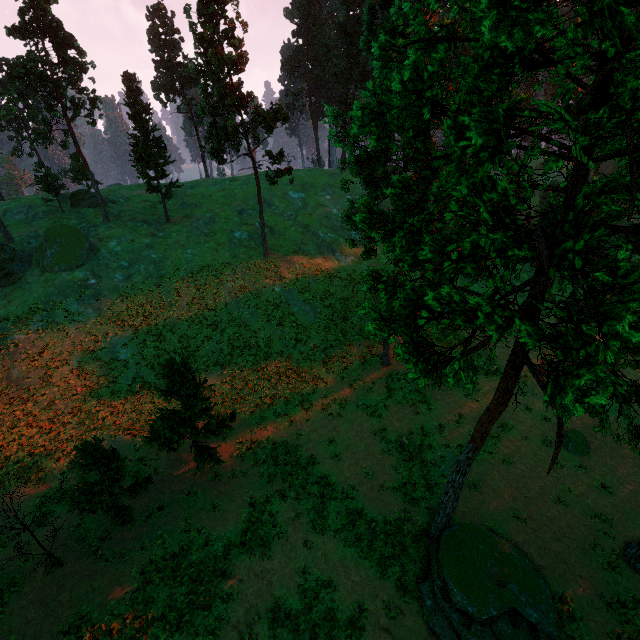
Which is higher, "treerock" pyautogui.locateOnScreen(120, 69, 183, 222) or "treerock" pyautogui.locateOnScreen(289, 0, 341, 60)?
"treerock" pyautogui.locateOnScreen(289, 0, 341, 60)

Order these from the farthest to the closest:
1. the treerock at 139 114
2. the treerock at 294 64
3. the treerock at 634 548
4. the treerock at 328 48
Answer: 1. the treerock at 294 64
2. the treerock at 328 48
3. the treerock at 139 114
4. the treerock at 634 548

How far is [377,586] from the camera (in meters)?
15.70

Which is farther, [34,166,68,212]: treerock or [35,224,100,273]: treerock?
[34,166,68,212]: treerock

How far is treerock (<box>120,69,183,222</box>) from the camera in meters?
36.1

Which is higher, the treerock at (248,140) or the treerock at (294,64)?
the treerock at (294,64)
